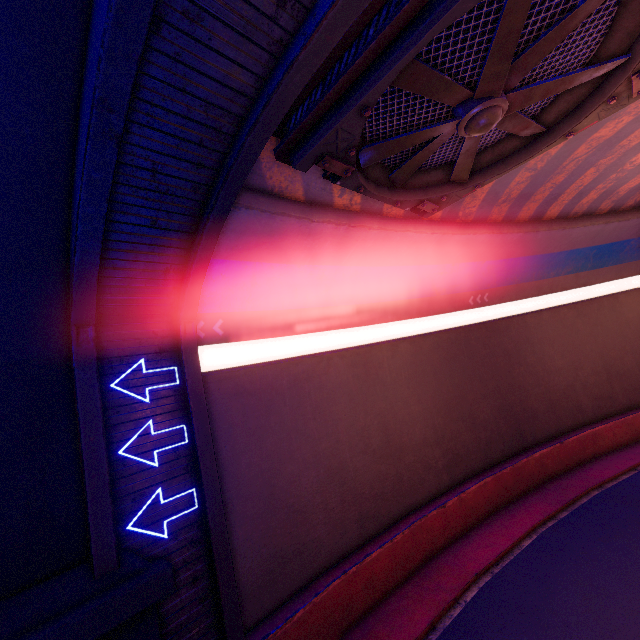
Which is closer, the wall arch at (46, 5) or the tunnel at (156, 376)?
the wall arch at (46, 5)

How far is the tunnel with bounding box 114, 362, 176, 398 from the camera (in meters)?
7.07

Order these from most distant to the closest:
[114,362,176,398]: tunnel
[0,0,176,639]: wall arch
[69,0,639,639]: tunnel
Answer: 1. [114,362,176,398]: tunnel
2. [69,0,639,639]: tunnel
3. [0,0,176,639]: wall arch

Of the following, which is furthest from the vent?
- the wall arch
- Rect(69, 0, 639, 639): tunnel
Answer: the wall arch

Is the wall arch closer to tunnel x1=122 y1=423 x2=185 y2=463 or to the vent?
tunnel x1=122 y1=423 x2=185 y2=463

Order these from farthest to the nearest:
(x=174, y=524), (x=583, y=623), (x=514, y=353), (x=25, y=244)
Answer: (x=514, y=353) → (x=583, y=623) → (x=174, y=524) → (x=25, y=244)

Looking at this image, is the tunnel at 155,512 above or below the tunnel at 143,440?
below

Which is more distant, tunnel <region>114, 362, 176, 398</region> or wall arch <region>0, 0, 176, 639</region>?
tunnel <region>114, 362, 176, 398</region>
